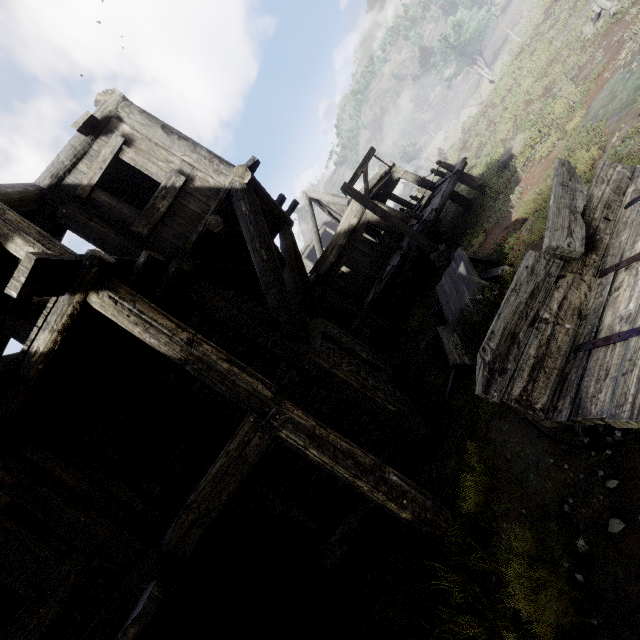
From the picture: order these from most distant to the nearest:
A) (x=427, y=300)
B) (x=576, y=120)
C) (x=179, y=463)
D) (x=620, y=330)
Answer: (x=427, y=300)
(x=576, y=120)
(x=179, y=463)
(x=620, y=330)

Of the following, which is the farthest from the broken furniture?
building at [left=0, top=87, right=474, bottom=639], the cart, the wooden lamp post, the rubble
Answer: the rubble

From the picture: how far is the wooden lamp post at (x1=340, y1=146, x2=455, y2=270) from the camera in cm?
977

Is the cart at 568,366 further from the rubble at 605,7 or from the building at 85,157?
the rubble at 605,7

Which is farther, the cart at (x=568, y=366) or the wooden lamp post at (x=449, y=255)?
the wooden lamp post at (x=449, y=255)

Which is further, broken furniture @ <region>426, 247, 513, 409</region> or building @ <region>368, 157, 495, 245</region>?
building @ <region>368, 157, 495, 245</region>

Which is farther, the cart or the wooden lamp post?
the wooden lamp post

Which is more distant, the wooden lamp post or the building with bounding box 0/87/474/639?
the wooden lamp post
